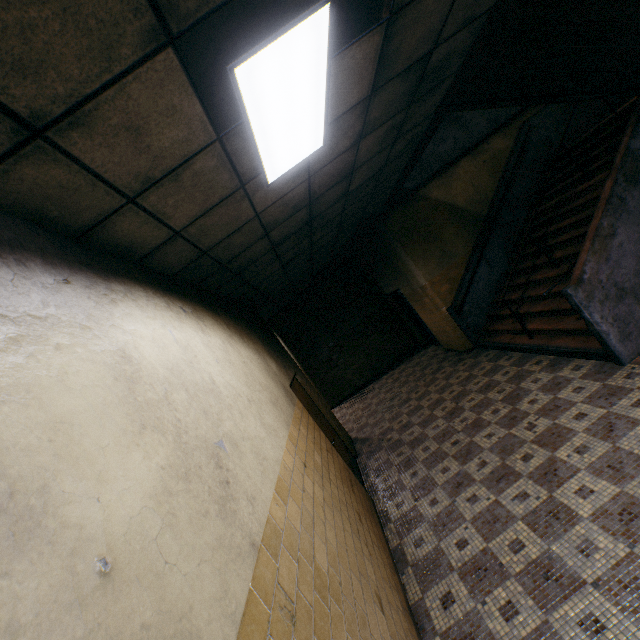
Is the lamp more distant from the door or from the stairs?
the door

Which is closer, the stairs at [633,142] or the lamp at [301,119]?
the lamp at [301,119]

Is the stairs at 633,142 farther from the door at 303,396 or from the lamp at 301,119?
the door at 303,396

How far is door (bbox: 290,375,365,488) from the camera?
5.5m

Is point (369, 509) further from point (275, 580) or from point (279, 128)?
point (279, 128)

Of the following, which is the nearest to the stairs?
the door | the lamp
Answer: the lamp
